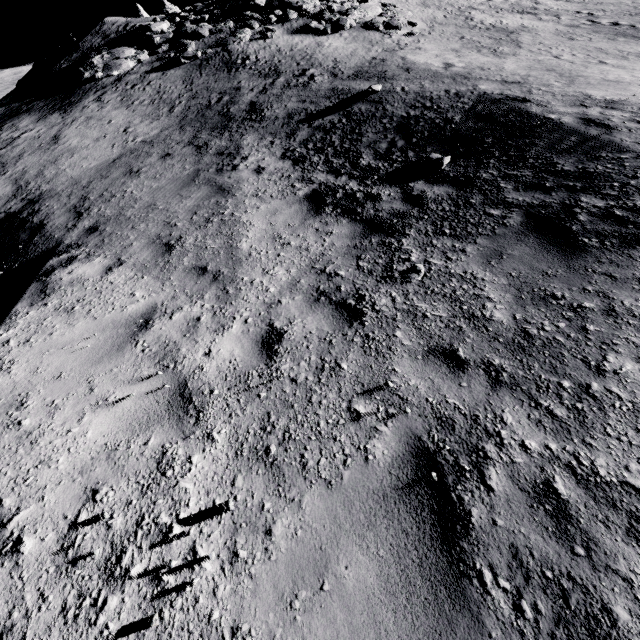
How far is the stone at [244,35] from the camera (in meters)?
16.25

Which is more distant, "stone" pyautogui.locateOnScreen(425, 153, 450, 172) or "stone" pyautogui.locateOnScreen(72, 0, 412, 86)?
"stone" pyautogui.locateOnScreen(72, 0, 412, 86)

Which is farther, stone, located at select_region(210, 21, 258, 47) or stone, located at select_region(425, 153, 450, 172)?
stone, located at select_region(210, 21, 258, 47)

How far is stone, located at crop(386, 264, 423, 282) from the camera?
4.2m

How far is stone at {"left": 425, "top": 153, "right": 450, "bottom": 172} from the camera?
6.7m

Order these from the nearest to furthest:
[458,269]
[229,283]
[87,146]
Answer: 1. [458,269]
2. [229,283]
3. [87,146]

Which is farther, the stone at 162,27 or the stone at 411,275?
the stone at 162,27

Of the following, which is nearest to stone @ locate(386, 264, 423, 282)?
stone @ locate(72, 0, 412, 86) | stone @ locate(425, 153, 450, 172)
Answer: stone @ locate(425, 153, 450, 172)
